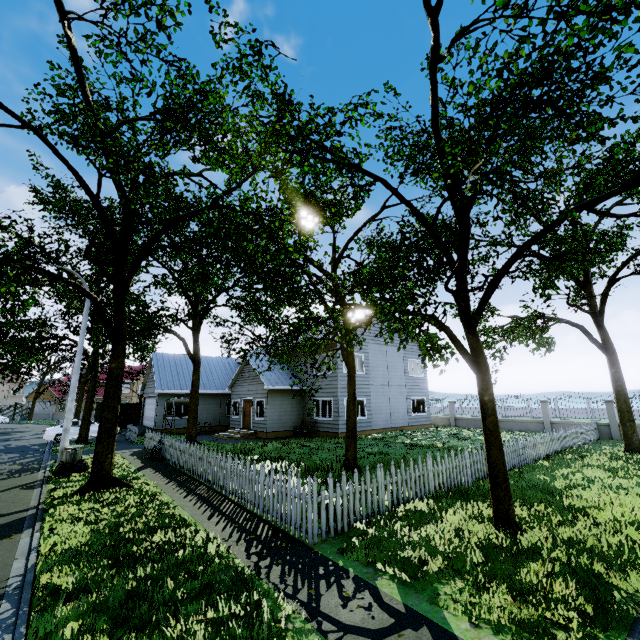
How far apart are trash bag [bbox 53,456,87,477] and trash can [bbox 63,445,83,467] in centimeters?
2cm

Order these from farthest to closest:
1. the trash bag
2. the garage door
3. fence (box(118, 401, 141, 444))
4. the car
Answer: the garage door, the car, fence (box(118, 401, 141, 444)), the trash bag

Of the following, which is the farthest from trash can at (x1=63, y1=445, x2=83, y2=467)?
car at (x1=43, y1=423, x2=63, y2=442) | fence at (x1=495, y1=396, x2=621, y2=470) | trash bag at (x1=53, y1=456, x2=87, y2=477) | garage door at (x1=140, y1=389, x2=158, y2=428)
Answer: car at (x1=43, y1=423, x2=63, y2=442)

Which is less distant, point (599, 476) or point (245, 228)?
point (599, 476)

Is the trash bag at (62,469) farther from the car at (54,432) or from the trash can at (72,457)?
the car at (54,432)

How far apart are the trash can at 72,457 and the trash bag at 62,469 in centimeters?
2cm

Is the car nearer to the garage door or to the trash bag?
the garage door

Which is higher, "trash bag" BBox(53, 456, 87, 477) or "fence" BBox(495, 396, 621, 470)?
"fence" BBox(495, 396, 621, 470)
